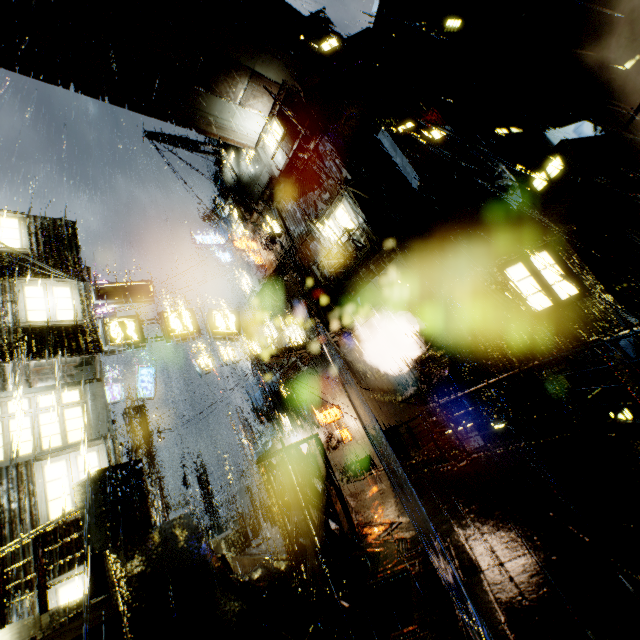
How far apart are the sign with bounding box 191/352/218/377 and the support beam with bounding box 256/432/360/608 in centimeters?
1731cm

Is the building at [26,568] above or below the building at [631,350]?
above

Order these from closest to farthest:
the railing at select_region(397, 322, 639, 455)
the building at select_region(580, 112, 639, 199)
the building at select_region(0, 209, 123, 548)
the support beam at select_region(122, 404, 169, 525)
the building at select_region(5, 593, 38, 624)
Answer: the railing at select_region(397, 322, 639, 455)
the building at select_region(5, 593, 38, 624)
the building at select_region(0, 209, 123, 548)
the building at select_region(580, 112, 639, 199)
the support beam at select_region(122, 404, 169, 525)

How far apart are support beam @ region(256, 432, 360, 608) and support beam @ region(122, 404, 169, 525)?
14.6m

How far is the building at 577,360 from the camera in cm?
1165

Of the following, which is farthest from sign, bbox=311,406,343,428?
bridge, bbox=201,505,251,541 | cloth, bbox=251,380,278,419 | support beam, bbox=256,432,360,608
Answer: support beam, bbox=256,432,360,608

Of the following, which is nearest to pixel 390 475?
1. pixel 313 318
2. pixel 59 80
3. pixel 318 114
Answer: pixel 313 318

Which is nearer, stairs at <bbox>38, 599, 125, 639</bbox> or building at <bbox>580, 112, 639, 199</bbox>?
stairs at <bbox>38, 599, 125, 639</bbox>
